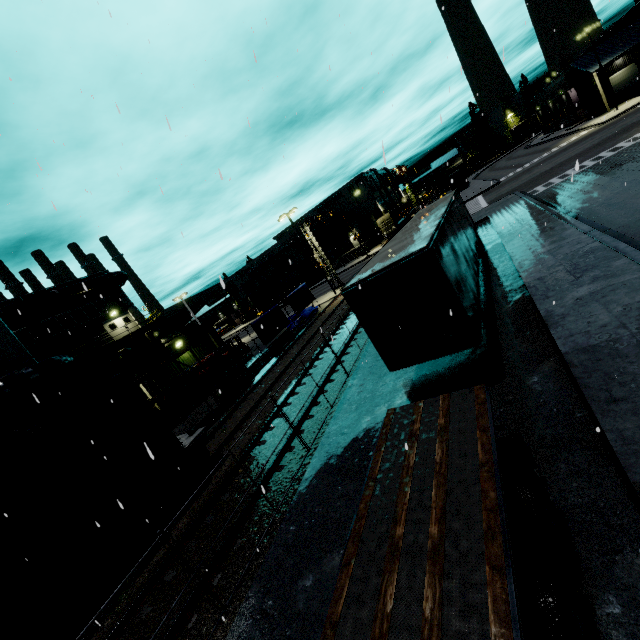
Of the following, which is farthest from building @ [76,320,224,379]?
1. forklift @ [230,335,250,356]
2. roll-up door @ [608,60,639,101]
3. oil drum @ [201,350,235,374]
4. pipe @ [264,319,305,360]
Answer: oil drum @ [201,350,235,374]

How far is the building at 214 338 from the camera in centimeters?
2530cm

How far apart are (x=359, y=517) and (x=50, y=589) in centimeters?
830cm

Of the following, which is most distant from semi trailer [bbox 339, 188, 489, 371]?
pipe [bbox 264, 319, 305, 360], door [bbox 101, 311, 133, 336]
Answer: door [bbox 101, 311, 133, 336]

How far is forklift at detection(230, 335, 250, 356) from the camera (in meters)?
33.25

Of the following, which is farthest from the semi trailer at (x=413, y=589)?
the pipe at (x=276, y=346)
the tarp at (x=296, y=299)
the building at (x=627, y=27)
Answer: → the pipe at (x=276, y=346)

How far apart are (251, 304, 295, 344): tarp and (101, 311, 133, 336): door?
16.4m

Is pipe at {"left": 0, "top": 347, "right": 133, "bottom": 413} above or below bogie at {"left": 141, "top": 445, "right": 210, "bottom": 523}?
above
